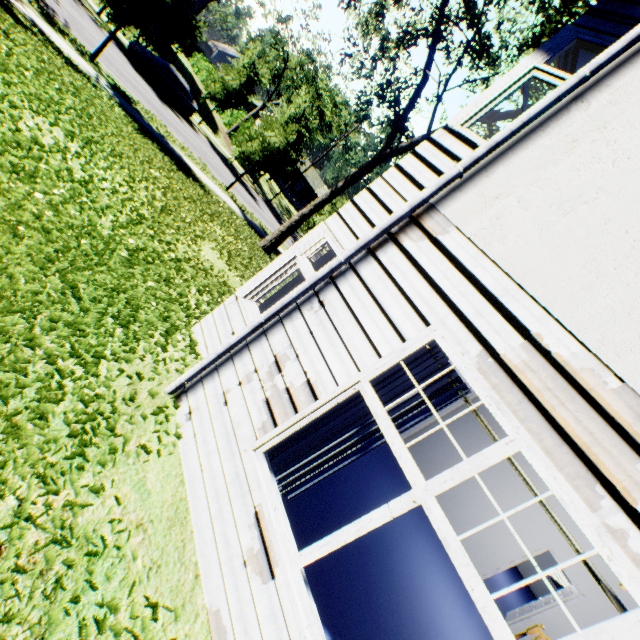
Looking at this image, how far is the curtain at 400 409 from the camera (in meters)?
2.65

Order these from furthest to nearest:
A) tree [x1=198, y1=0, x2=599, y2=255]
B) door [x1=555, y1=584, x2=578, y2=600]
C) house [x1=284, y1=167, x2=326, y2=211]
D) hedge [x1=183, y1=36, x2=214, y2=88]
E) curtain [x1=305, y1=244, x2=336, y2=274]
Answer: house [x1=284, y1=167, x2=326, y2=211]
hedge [x1=183, y1=36, x2=214, y2=88]
tree [x1=198, y1=0, x2=599, y2=255]
door [x1=555, y1=584, x2=578, y2=600]
curtain [x1=305, y1=244, x2=336, y2=274]

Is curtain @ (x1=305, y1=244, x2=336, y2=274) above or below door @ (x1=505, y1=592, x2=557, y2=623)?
above

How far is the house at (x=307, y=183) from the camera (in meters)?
53.75

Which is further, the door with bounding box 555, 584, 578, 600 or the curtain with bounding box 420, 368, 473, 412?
the door with bounding box 555, 584, 578, 600

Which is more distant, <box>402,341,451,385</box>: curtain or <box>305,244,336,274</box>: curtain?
<box>305,244,336,274</box>: curtain

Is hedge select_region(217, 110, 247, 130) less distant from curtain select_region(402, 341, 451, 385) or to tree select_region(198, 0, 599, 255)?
tree select_region(198, 0, 599, 255)

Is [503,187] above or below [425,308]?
above
